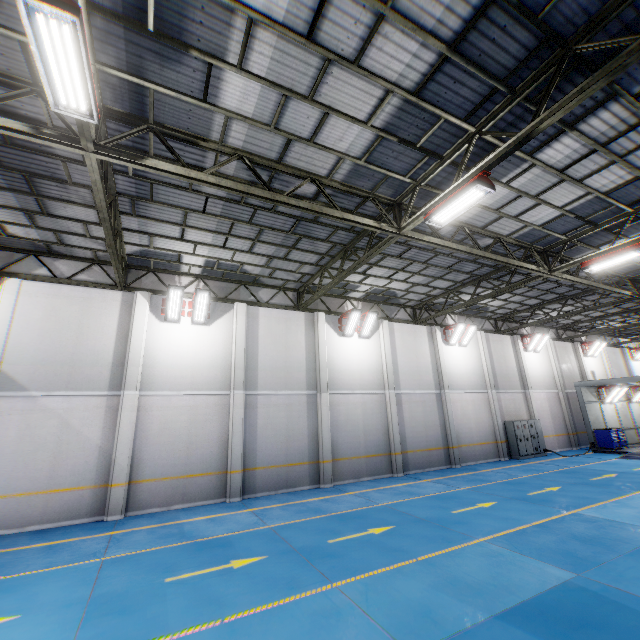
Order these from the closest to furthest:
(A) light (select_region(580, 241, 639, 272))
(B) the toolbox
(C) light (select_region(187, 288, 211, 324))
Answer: (A) light (select_region(580, 241, 639, 272)) < (C) light (select_region(187, 288, 211, 324)) < (B) the toolbox

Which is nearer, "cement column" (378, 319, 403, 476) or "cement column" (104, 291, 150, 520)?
"cement column" (104, 291, 150, 520)

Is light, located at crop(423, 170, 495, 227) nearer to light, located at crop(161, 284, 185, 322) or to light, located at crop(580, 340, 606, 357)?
light, located at crop(161, 284, 185, 322)

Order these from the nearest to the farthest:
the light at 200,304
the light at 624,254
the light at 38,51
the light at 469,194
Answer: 1. the light at 38,51
2. the light at 469,194
3. the light at 624,254
4. the light at 200,304

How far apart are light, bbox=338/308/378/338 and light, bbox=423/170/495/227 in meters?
7.7

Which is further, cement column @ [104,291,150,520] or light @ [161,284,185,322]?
light @ [161,284,185,322]

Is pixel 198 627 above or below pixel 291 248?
below

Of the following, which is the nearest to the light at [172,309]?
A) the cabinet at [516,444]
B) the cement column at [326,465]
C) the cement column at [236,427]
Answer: the cement column at [236,427]
